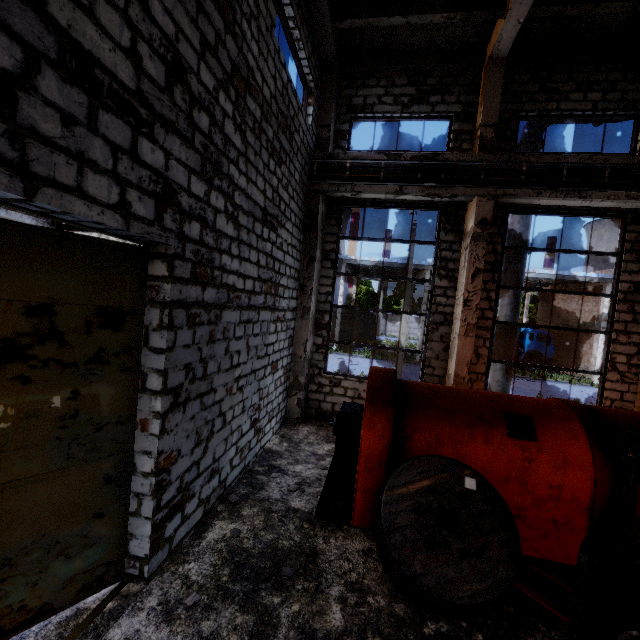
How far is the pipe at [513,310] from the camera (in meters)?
9.54

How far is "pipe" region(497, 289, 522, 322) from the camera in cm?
954

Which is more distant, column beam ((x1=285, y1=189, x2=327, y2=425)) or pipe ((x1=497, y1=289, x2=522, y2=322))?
pipe ((x1=497, y1=289, x2=522, y2=322))

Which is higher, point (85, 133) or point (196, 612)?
point (85, 133)

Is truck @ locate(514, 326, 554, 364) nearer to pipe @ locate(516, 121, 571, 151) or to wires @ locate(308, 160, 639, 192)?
pipe @ locate(516, 121, 571, 151)

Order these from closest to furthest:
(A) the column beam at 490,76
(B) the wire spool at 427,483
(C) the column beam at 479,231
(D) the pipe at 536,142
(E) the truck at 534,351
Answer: (B) the wire spool at 427,483, (A) the column beam at 490,76, (C) the column beam at 479,231, (D) the pipe at 536,142, (E) the truck at 534,351

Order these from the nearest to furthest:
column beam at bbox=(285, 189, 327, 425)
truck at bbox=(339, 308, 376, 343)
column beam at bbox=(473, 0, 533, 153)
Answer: column beam at bbox=(473, 0, 533, 153) → column beam at bbox=(285, 189, 327, 425) → truck at bbox=(339, 308, 376, 343)

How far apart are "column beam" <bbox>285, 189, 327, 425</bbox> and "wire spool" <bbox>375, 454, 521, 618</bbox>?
4.5m
